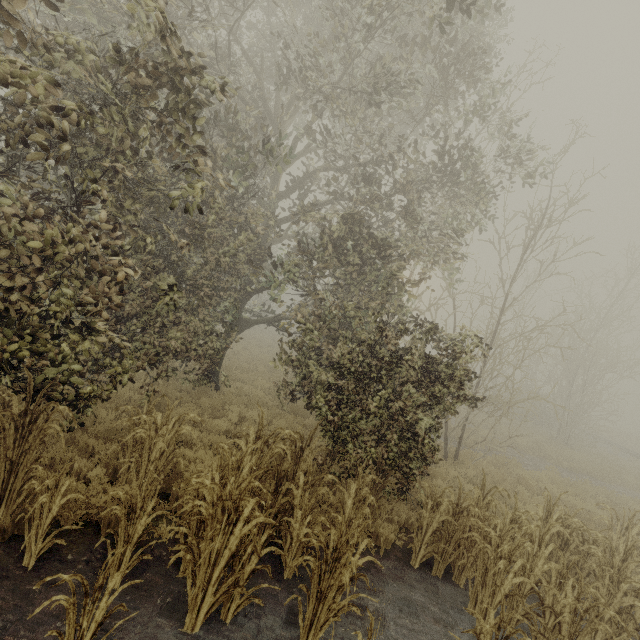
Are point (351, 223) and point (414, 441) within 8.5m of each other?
yes
